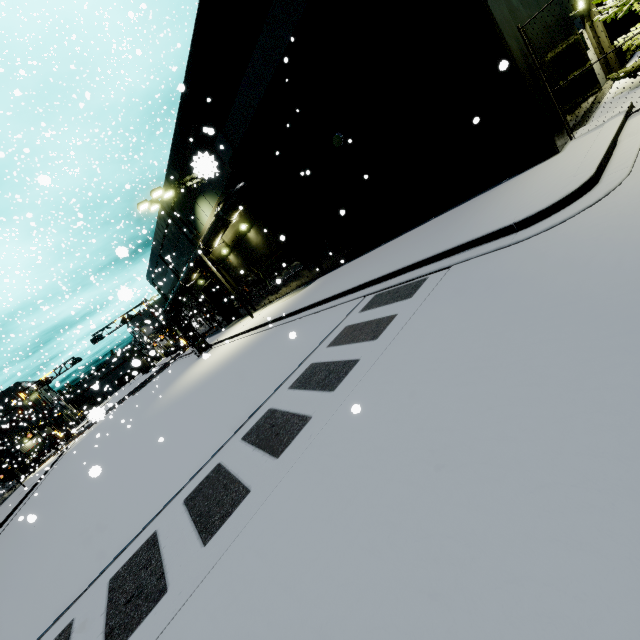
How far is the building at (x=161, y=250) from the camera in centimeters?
2697cm

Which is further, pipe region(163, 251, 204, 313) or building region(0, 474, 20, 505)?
building region(0, 474, 20, 505)

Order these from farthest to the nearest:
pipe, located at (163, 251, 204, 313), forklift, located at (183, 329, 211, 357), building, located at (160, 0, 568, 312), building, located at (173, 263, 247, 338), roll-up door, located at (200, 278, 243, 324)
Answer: roll-up door, located at (200, 278, 243, 324)
building, located at (173, 263, 247, 338)
forklift, located at (183, 329, 211, 357)
pipe, located at (163, 251, 204, 313)
building, located at (160, 0, 568, 312)

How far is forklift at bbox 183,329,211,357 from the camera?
25.5 meters

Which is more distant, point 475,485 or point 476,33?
point 476,33

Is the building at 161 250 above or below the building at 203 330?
above

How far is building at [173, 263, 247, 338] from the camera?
28.2m

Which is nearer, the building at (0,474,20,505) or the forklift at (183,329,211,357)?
the forklift at (183,329,211,357)
